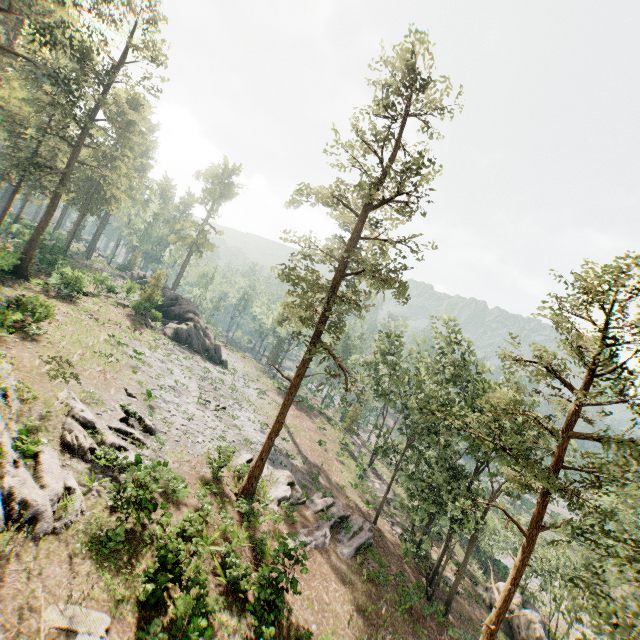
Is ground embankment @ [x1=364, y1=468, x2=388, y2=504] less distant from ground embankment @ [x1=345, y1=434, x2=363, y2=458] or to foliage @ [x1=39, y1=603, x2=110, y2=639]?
ground embankment @ [x1=345, y1=434, x2=363, y2=458]

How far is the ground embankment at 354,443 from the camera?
45.0m

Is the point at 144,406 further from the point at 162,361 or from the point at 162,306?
the point at 162,306

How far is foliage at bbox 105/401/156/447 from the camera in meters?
18.2 m

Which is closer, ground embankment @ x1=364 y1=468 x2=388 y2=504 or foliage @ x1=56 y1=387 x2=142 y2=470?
foliage @ x1=56 y1=387 x2=142 y2=470

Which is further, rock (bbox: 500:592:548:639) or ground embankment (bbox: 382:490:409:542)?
ground embankment (bbox: 382:490:409:542)

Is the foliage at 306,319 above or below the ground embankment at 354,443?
above

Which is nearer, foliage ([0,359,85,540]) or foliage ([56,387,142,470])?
foliage ([0,359,85,540])
